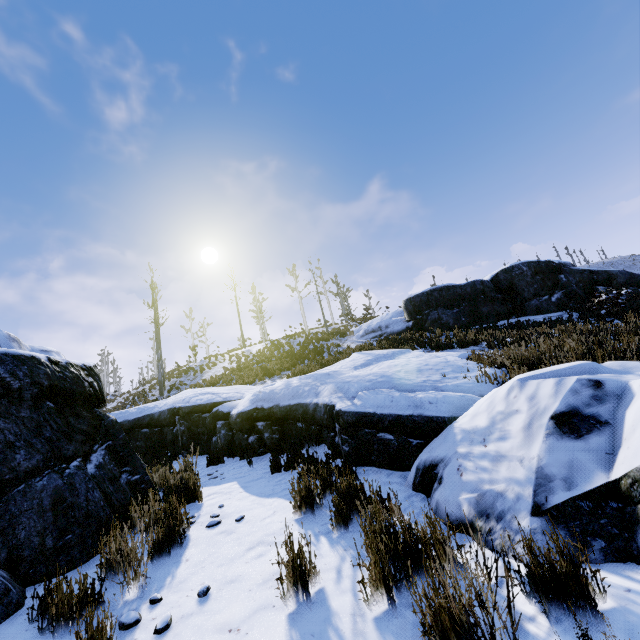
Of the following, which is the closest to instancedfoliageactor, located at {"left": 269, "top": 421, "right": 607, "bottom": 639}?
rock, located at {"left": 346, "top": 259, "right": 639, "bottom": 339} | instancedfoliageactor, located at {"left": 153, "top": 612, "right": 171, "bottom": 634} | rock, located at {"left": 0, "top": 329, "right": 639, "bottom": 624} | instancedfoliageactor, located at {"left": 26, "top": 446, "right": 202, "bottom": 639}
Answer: rock, located at {"left": 0, "top": 329, "right": 639, "bottom": 624}

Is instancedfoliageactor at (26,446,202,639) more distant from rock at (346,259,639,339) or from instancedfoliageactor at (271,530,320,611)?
rock at (346,259,639,339)

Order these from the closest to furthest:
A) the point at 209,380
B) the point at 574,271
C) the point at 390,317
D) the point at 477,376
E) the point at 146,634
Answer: the point at 146,634
the point at 477,376
the point at 574,271
the point at 209,380
the point at 390,317

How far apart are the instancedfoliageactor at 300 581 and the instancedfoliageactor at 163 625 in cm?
83

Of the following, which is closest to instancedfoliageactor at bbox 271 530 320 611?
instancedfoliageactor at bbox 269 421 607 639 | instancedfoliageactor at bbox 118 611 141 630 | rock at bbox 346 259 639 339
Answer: instancedfoliageactor at bbox 269 421 607 639

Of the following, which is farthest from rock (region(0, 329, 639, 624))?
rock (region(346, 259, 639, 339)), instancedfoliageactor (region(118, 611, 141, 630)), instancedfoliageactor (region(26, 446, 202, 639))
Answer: rock (region(346, 259, 639, 339))

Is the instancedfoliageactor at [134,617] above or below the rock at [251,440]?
below

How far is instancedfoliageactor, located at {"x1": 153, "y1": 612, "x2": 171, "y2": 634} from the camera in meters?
2.2
